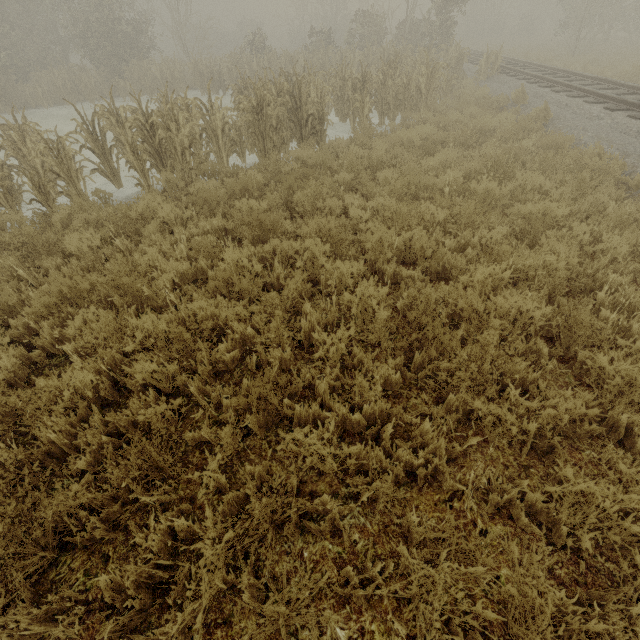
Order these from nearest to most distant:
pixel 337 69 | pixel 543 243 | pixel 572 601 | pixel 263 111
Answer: pixel 572 601
pixel 543 243
pixel 263 111
pixel 337 69
